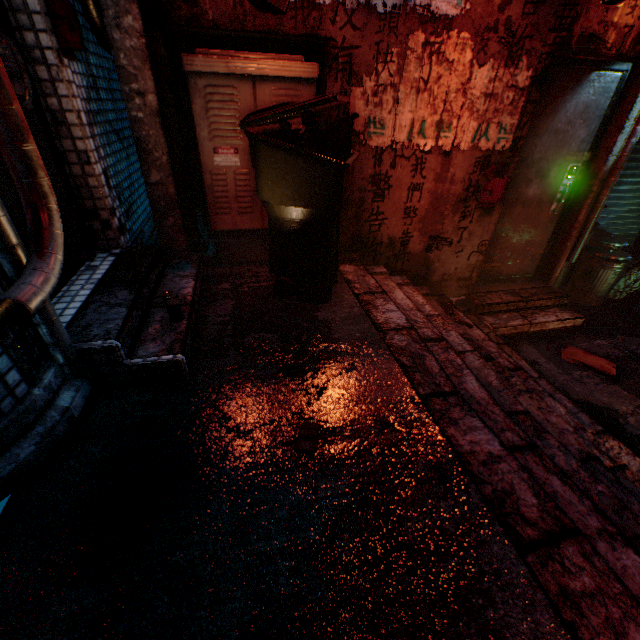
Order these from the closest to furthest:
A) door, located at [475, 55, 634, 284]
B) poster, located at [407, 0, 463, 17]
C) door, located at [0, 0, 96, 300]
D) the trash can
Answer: door, located at [0, 0, 96, 300] < poster, located at [407, 0, 463, 17] < door, located at [475, 55, 634, 284] < the trash can

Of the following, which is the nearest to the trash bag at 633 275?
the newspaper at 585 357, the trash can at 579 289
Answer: the trash can at 579 289

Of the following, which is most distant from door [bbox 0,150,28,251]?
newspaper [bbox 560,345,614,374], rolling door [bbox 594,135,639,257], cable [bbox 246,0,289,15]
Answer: rolling door [bbox 594,135,639,257]

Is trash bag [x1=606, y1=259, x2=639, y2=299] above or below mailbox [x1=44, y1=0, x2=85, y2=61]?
Result: below

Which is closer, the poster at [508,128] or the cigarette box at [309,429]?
the cigarette box at [309,429]

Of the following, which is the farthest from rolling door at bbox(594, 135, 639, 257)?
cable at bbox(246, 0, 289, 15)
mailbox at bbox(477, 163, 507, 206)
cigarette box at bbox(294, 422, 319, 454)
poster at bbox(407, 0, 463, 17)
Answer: cigarette box at bbox(294, 422, 319, 454)

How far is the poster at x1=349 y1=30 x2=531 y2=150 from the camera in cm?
226

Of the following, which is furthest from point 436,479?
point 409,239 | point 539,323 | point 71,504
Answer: point 539,323
